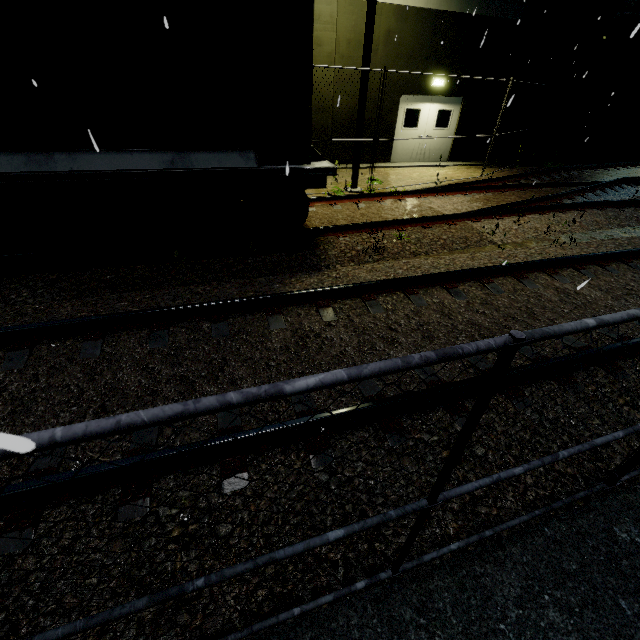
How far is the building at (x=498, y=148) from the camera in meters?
14.8

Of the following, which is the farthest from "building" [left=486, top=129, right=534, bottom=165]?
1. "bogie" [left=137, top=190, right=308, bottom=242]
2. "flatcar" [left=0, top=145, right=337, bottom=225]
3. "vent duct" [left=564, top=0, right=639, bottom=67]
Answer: "flatcar" [left=0, top=145, right=337, bottom=225]

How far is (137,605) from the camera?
1.2m

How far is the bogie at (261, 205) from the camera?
5.30m

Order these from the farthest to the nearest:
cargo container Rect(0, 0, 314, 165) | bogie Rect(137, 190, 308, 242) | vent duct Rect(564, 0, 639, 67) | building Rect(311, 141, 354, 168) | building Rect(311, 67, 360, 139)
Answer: building Rect(311, 141, 354, 168)
vent duct Rect(564, 0, 639, 67)
building Rect(311, 67, 360, 139)
bogie Rect(137, 190, 308, 242)
cargo container Rect(0, 0, 314, 165)

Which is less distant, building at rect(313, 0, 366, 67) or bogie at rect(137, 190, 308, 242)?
bogie at rect(137, 190, 308, 242)

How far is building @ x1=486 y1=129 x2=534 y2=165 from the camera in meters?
14.8
